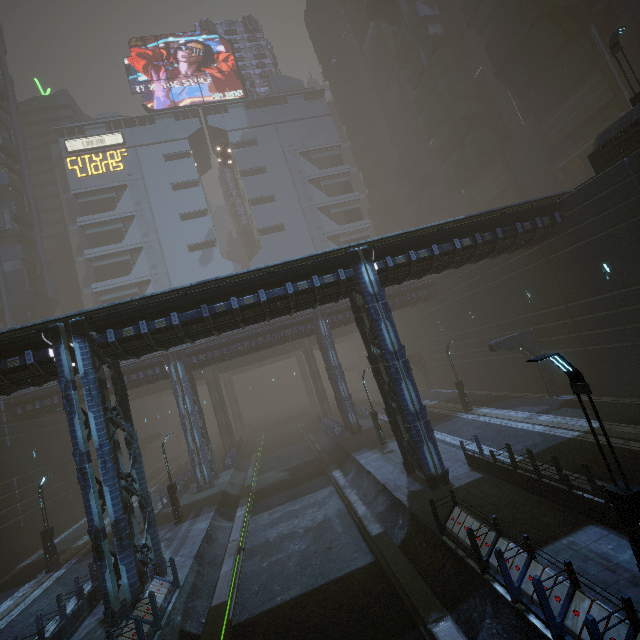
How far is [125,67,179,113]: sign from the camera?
59.2 meters

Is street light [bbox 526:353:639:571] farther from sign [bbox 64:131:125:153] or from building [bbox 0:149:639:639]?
sign [bbox 64:131:125:153]

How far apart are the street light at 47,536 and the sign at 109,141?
60.07m

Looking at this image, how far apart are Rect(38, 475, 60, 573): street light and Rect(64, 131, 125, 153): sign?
60.1 meters

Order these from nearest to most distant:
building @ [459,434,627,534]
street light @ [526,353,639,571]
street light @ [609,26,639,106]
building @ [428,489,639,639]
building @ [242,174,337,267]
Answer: building @ [428,489,639,639]
street light @ [526,353,639,571]
building @ [459,434,627,534]
street light @ [609,26,639,106]
building @ [242,174,337,267]

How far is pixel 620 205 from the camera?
15.9 meters

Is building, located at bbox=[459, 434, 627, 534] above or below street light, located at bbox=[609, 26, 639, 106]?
below

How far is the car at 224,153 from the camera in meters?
49.2
